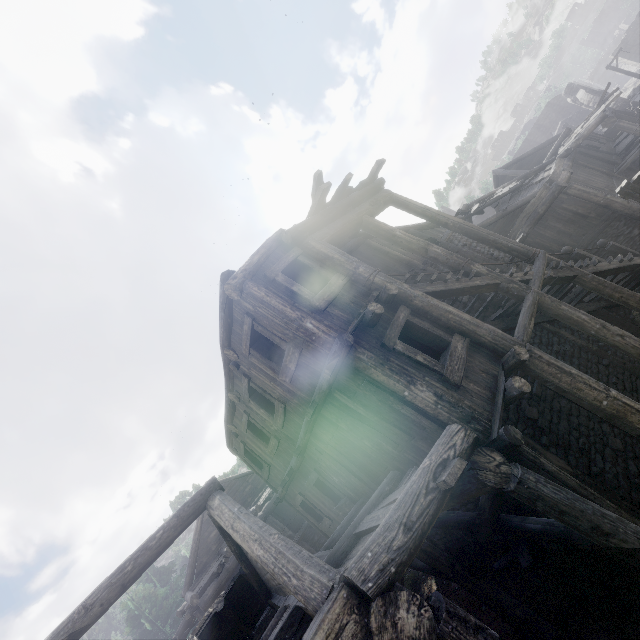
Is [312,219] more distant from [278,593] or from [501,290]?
[278,593]

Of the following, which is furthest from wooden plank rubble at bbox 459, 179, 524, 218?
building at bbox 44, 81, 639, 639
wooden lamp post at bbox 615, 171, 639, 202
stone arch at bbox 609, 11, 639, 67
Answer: stone arch at bbox 609, 11, 639, 67

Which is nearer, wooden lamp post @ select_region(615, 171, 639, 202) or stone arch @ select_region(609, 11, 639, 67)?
wooden lamp post @ select_region(615, 171, 639, 202)

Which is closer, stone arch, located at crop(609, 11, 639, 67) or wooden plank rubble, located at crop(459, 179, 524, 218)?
wooden plank rubble, located at crop(459, 179, 524, 218)

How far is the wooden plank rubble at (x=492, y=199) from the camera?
16.53m

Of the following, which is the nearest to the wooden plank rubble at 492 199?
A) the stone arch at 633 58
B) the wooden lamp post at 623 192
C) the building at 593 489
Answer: the building at 593 489

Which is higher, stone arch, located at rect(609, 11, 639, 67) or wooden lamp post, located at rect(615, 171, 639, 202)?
wooden lamp post, located at rect(615, 171, 639, 202)

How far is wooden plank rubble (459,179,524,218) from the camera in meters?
16.5
